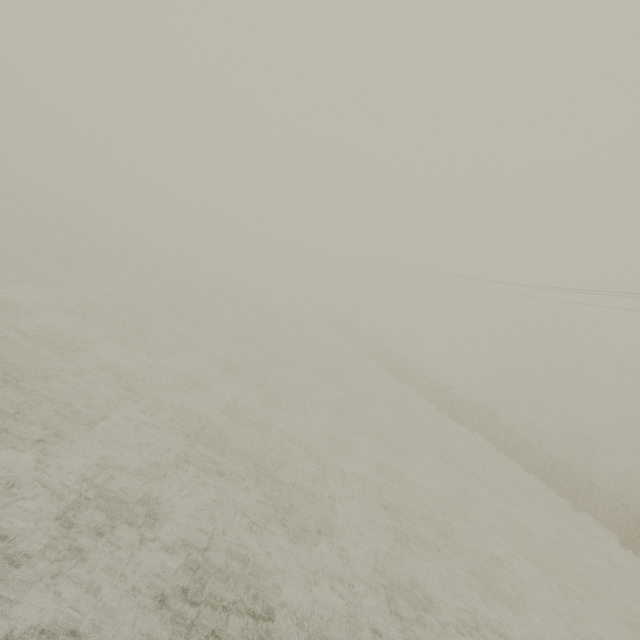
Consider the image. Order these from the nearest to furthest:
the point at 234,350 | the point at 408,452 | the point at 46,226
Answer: the point at 408,452 < the point at 234,350 < the point at 46,226
